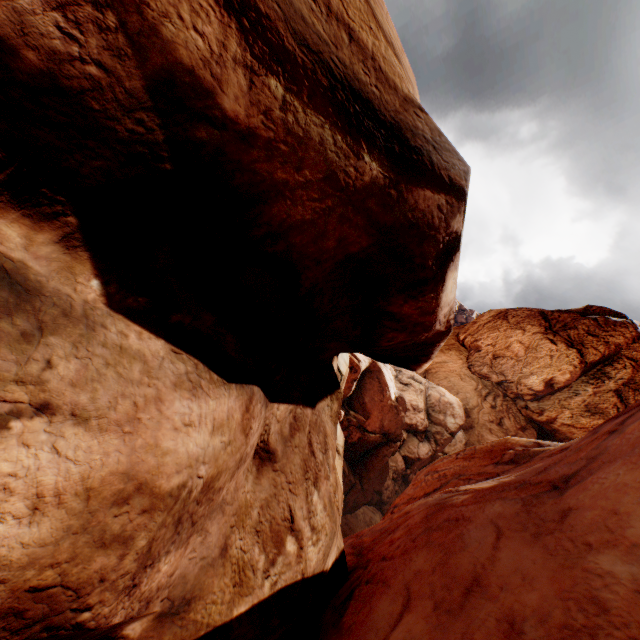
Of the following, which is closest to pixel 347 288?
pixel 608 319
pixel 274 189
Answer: pixel 274 189
